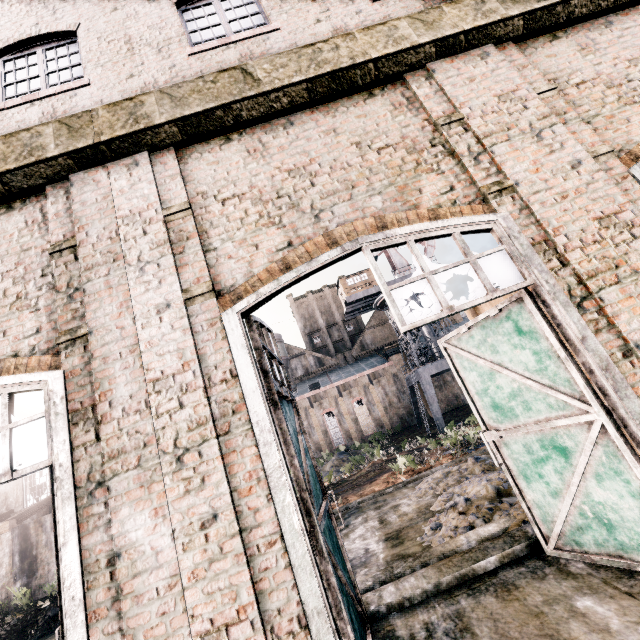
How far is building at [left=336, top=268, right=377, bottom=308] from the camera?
42.7m

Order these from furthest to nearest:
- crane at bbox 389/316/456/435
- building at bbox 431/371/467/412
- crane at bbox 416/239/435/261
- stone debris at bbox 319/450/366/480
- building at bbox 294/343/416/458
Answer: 1. building at bbox 431/371/467/412
2. building at bbox 294/343/416/458
3. crane at bbox 416/239/435/261
4. crane at bbox 389/316/456/435
5. stone debris at bbox 319/450/366/480

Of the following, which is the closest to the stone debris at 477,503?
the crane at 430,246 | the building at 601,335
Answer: the building at 601,335

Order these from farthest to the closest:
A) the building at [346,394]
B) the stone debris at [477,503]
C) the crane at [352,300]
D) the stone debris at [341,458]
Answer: the building at [346,394] < the crane at [352,300] < the stone debris at [341,458] < the stone debris at [477,503]

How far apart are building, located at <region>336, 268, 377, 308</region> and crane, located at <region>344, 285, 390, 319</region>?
0.4m

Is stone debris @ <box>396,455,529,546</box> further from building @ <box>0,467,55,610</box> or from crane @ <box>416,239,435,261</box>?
crane @ <box>416,239,435,261</box>

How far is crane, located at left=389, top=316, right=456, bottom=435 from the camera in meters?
36.4

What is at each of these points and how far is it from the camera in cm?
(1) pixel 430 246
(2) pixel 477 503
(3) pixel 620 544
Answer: (1) crane, 4734
(2) stone debris, 742
(3) door, 405
